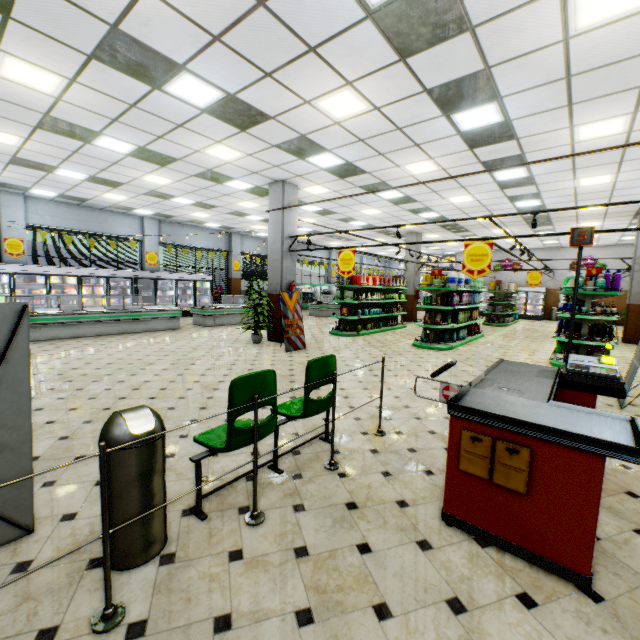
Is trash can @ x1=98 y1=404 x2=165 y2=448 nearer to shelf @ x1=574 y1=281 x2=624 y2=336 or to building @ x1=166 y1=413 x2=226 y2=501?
building @ x1=166 y1=413 x2=226 y2=501

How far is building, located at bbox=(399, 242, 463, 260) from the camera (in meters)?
17.96

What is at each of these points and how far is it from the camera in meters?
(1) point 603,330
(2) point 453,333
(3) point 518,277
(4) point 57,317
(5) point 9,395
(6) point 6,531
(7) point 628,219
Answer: (1) shampoo, 8.2
(2) fabric softener, 10.4
(3) building, 23.4
(4) meat refrigerator, 9.5
(5) sign, 2.0
(6) sign, 2.2
(7) building, 13.2

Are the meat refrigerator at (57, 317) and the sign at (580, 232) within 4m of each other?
no

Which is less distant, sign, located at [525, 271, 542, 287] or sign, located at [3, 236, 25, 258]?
sign, located at [3, 236, 25, 258]

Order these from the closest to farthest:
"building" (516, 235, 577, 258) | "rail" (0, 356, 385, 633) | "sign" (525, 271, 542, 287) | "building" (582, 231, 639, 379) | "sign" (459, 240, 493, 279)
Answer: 1. "rail" (0, 356, 385, 633)
2. "sign" (459, 240, 493, 279)
3. "building" (582, 231, 639, 379)
4. "sign" (525, 271, 542, 287)
5. "building" (516, 235, 577, 258)

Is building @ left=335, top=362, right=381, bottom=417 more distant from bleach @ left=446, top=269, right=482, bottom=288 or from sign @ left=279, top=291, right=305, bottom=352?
bleach @ left=446, top=269, right=482, bottom=288

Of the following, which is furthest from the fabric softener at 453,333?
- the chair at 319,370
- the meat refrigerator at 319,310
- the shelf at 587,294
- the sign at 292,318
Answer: the meat refrigerator at 319,310
